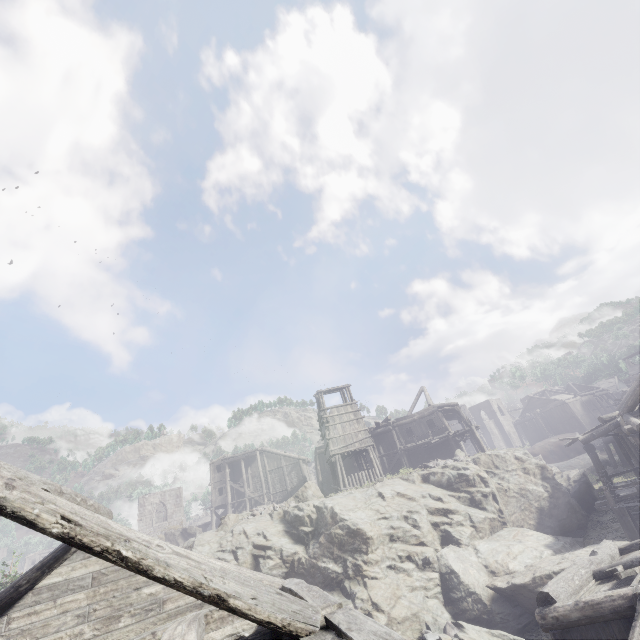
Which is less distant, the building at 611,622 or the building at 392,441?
the building at 611,622

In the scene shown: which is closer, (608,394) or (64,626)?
(64,626)

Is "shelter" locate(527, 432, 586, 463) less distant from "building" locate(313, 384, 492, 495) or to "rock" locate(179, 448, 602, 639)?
"rock" locate(179, 448, 602, 639)

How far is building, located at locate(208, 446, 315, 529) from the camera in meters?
40.9

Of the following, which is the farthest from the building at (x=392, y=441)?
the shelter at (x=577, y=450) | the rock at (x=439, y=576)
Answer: the shelter at (x=577, y=450)

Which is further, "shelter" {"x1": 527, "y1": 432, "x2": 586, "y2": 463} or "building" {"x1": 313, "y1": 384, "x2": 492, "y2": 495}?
"shelter" {"x1": 527, "y1": 432, "x2": 586, "y2": 463}
